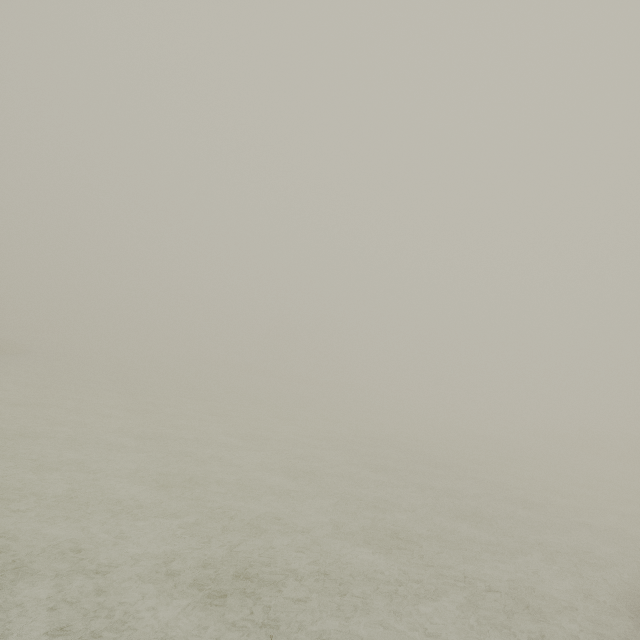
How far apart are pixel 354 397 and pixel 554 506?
38.1m
